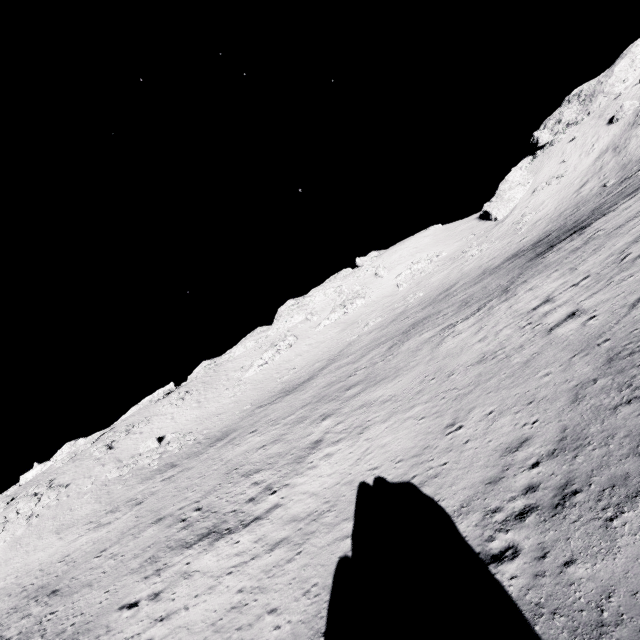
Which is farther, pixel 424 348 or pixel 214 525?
pixel 424 348

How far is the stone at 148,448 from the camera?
38.66m

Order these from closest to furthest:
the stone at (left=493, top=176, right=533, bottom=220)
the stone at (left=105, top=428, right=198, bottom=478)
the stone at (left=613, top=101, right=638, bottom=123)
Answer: the stone at (left=105, top=428, right=198, bottom=478)
the stone at (left=613, top=101, right=638, bottom=123)
the stone at (left=493, top=176, right=533, bottom=220)

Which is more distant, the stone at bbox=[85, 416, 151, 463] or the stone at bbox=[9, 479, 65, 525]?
the stone at bbox=[85, 416, 151, 463]

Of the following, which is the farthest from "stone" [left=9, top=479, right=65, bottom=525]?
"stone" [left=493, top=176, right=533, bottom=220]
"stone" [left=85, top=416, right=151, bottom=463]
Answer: "stone" [left=493, top=176, right=533, bottom=220]

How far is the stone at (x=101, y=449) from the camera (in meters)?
44.85

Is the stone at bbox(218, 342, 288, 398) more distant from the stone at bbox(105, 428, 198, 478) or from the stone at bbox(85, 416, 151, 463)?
the stone at bbox(85, 416, 151, 463)

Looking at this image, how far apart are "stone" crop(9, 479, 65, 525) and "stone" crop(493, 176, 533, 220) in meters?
77.1 m
